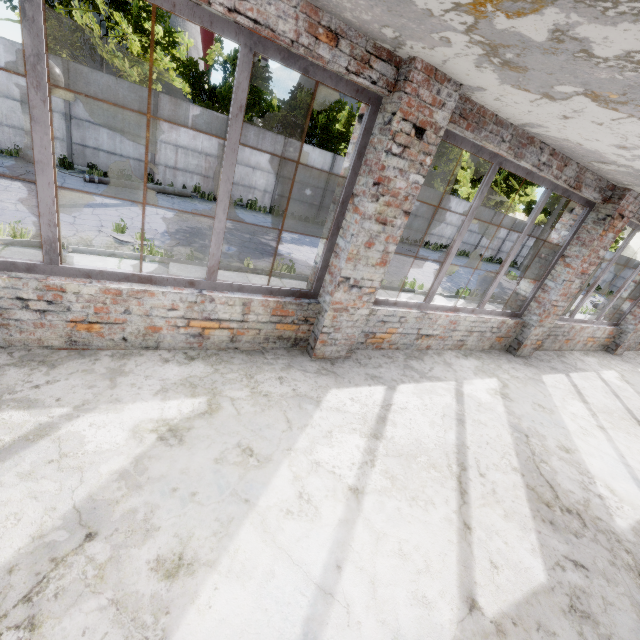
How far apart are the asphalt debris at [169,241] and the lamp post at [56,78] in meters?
4.1

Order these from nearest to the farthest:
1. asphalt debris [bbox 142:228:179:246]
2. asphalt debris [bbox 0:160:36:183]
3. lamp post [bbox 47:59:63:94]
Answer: lamp post [bbox 47:59:63:94]
asphalt debris [bbox 142:228:179:246]
asphalt debris [bbox 0:160:36:183]

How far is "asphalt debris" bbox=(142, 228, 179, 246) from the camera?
9.20m

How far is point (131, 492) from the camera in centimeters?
211cm

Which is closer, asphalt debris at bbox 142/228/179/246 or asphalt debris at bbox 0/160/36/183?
asphalt debris at bbox 142/228/179/246

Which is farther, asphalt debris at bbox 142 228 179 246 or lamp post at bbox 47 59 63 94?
asphalt debris at bbox 142 228 179 246

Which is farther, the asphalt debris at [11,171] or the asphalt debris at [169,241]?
the asphalt debris at [11,171]

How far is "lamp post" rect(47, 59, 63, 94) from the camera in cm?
319
